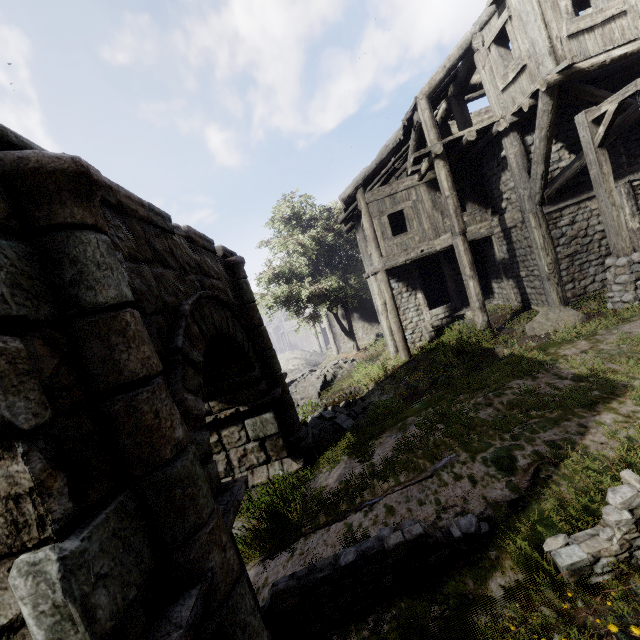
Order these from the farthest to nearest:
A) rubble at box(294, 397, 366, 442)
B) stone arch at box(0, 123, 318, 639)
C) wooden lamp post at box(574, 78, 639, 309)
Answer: rubble at box(294, 397, 366, 442) → wooden lamp post at box(574, 78, 639, 309) → stone arch at box(0, 123, 318, 639)

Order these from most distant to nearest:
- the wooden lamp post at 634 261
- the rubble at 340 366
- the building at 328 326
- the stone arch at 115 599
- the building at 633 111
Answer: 1. the building at 328 326
2. the rubble at 340 366
3. the building at 633 111
4. the wooden lamp post at 634 261
5. the stone arch at 115 599

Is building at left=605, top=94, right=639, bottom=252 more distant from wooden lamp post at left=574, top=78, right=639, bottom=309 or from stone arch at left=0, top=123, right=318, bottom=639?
stone arch at left=0, top=123, right=318, bottom=639

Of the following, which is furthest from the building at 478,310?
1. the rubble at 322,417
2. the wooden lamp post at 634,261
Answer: the rubble at 322,417

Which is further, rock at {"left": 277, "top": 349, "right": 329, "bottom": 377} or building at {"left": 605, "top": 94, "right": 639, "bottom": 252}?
rock at {"left": 277, "top": 349, "right": 329, "bottom": 377}

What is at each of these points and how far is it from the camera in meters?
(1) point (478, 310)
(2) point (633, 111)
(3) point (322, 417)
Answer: (1) building, 10.5 m
(2) building, 8.4 m
(3) rubble, 10.8 m

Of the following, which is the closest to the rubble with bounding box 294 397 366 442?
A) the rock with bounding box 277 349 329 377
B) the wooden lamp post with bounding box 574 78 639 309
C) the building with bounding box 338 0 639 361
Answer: the building with bounding box 338 0 639 361

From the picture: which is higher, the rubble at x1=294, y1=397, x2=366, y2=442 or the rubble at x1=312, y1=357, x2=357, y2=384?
the rubble at x1=294, y1=397, x2=366, y2=442
